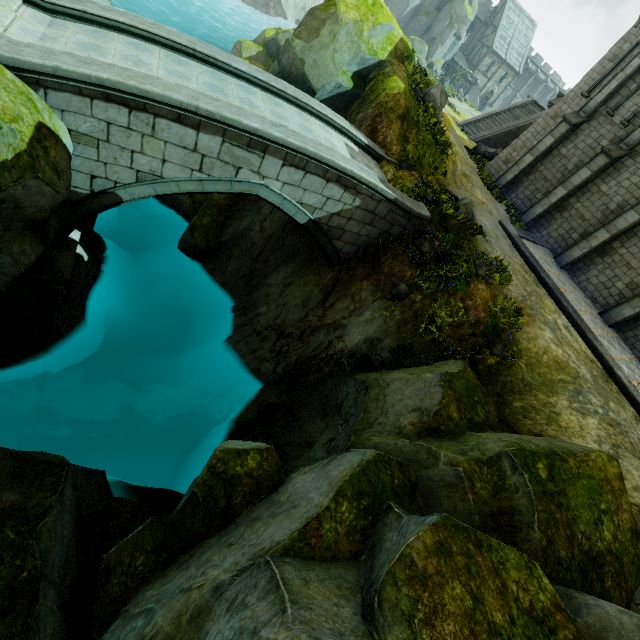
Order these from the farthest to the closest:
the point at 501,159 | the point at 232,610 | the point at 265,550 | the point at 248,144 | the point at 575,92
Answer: the point at 501,159
the point at 575,92
the point at 248,144
the point at 265,550
the point at 232,610

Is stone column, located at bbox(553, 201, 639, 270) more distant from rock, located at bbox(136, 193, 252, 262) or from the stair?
the stair

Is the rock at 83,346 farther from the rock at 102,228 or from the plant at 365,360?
the rock at 102,228

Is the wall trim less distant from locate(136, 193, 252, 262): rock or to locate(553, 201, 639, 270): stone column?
locate(553, 201, 639, 270): stone column

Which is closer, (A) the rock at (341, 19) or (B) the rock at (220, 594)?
(B) the rock at (220, 594)

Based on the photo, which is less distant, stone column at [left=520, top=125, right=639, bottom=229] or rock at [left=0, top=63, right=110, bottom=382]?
rock at [left=0, top=63, right=110, bottom=382]

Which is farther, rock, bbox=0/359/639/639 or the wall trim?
the wall trim

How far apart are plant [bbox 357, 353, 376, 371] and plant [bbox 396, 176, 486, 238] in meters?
5.7
